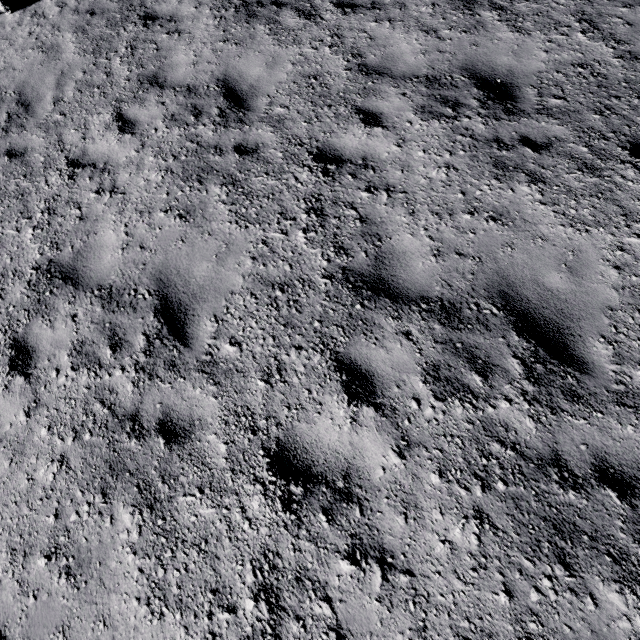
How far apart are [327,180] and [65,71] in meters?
6.2 m
